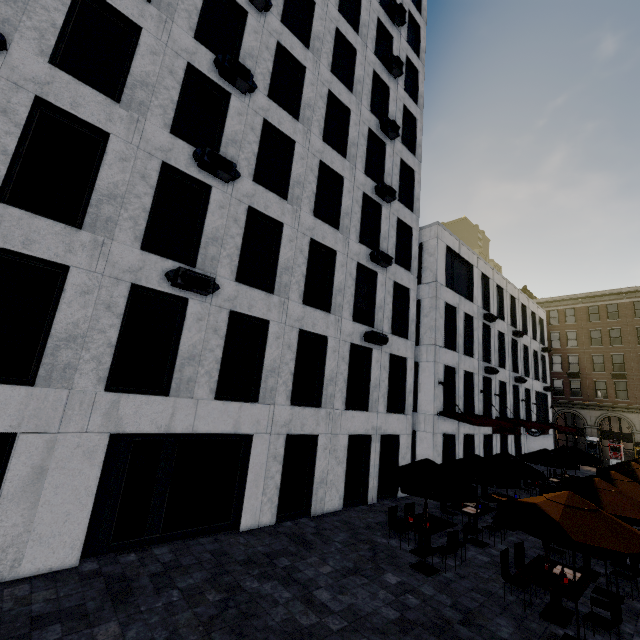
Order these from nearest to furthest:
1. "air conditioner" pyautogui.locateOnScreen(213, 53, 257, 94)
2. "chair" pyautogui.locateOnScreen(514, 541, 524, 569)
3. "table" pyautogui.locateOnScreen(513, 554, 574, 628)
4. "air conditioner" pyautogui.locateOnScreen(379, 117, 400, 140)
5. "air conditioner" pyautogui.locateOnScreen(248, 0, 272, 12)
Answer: "table" pyautogui.locateOnScreen(513, 554, 574, 628)
"chair" pyautogui.locateOnScreen(514, 541, 524, 569)
"air conditioner" pyautogui.locateOnScreen(213, 53, 257, 94)
"air conditioner" pyautogui.locateOnScreen(248, 0, 272, 12)
"air conditioner" pyautogui.locateOnScreen(379, 117, 400, 140)

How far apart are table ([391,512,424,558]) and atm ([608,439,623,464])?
36.1m

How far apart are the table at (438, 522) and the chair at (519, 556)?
2.3 meters

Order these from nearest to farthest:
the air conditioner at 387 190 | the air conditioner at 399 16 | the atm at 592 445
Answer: the air conditioner at 387 190
the air conditioner at 399 16
the atm at 592 445

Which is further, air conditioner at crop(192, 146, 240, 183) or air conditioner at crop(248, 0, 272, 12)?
air conditioner at crop(248, 0, 272, 12)

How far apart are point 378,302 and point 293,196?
6.64m

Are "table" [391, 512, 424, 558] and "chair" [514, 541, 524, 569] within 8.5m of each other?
yes

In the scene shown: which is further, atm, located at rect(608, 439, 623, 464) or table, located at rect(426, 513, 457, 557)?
atm, located at rect(608, 439, 623, 464)
